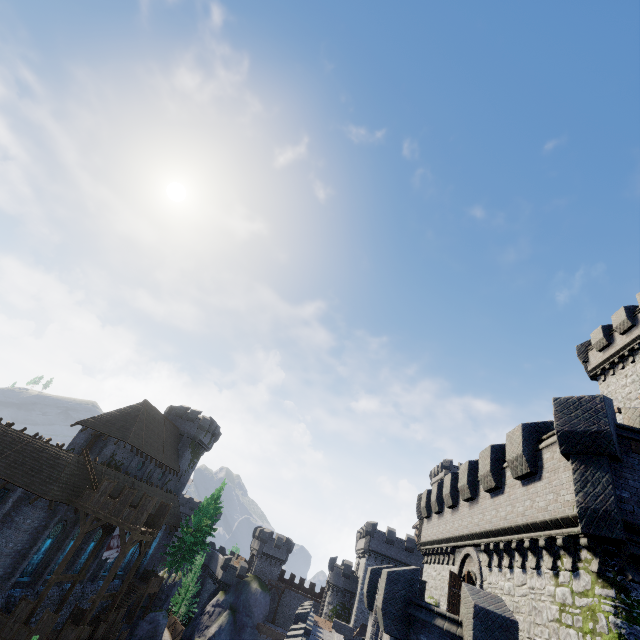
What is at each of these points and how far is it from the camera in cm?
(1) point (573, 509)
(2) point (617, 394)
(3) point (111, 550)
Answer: (1) building tower, 938
(2) building, 2405
(3) flag, 2609

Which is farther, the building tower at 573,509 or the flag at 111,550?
the flag at 111,550

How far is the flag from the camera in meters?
25.7

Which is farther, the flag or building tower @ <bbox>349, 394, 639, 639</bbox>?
the flag

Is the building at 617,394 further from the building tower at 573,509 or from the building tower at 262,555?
the building tower at 262,555

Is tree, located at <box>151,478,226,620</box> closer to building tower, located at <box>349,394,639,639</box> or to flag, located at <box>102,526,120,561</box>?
flag, located at <box>102,526,120,561</box>

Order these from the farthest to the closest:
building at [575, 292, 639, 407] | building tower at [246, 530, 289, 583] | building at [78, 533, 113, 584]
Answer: building tower at [246, 530, 289, 583]
building at [78, 533, 113, 584]
building at [575, 292, 639, 407]

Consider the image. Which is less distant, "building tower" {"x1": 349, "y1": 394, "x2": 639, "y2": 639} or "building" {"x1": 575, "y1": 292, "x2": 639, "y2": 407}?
"building tower" {"x1": 349, "y1": 394, "x2": 639, "y2": 639}
